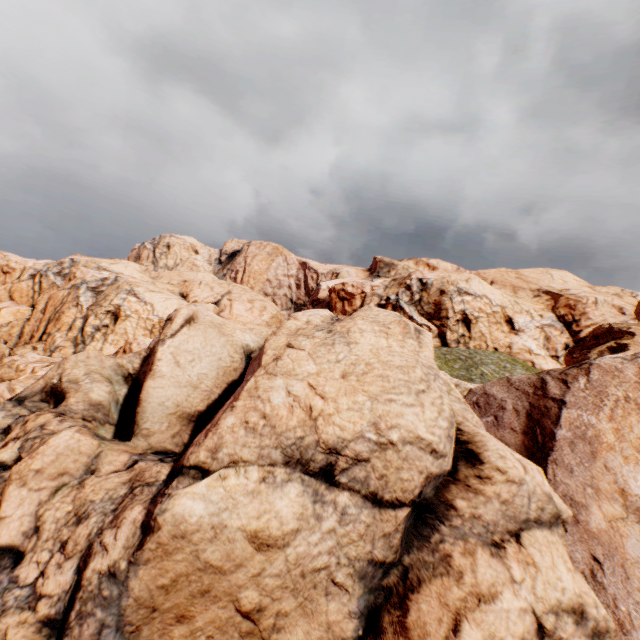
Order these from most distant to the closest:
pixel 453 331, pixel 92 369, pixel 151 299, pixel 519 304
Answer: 1. pixel 519 304
2. pixel 453 331
3. pixel 151 299
4. pixel 92 369
